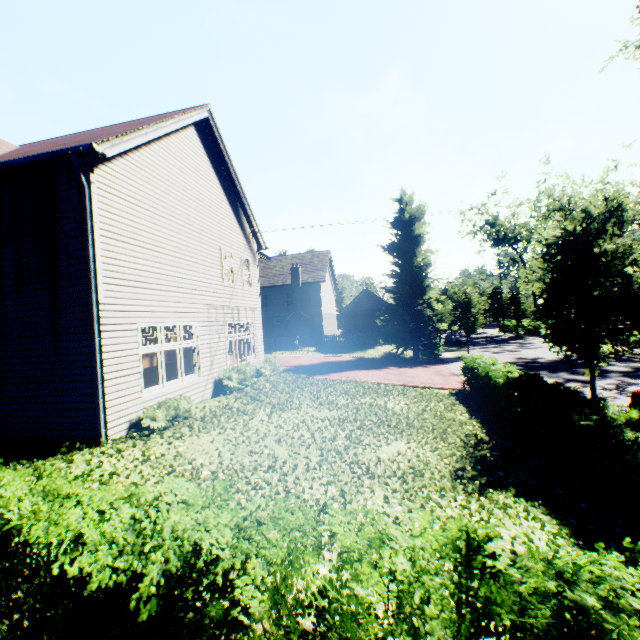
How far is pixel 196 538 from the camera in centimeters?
297cm

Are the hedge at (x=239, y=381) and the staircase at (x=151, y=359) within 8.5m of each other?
yes

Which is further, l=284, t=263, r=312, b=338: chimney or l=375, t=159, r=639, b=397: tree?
l=284, t=263, r=312, b=338: chimney

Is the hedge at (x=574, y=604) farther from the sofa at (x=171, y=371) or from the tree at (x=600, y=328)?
the sofa at (x=171, y=371)

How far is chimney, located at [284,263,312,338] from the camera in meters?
34.8 m

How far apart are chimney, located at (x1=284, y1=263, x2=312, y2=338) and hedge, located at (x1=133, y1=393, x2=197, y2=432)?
24.7m

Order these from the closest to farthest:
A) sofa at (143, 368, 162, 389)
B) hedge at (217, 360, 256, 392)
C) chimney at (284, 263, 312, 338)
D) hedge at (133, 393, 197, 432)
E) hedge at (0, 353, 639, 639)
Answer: hedge at (0, 353, 639, 639) → hedge at (133, 393, 197, 432) → hedge at (217, 360, 256, 392) → sofa at (143, 368, 162, 389) → chimney at (284, 263, 312, 338)

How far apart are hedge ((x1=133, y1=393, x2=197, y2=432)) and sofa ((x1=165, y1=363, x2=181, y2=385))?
5.3 meters
